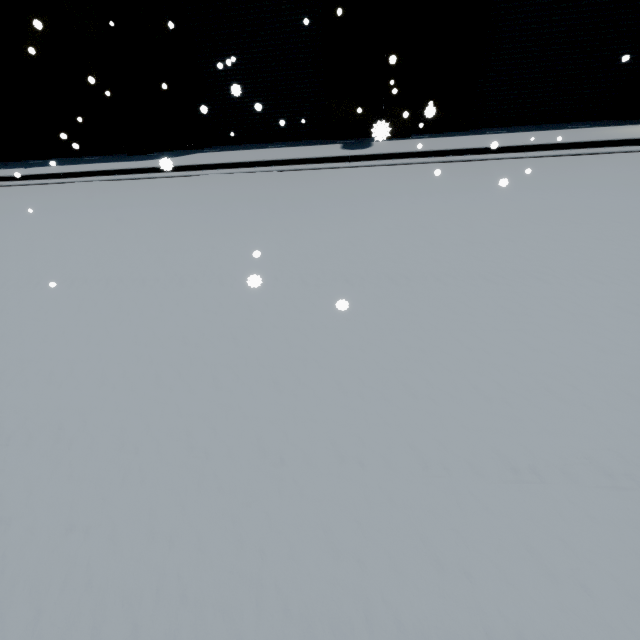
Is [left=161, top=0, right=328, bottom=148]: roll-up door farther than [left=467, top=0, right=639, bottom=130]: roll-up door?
Yes

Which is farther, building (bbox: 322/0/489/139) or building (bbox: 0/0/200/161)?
building (bbox: 0/0/200/161)

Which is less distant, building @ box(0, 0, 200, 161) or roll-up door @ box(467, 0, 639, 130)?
roll-up door @ box(467, 0, 639, 130)

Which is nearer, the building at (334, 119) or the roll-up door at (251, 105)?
the building at (334, 119)

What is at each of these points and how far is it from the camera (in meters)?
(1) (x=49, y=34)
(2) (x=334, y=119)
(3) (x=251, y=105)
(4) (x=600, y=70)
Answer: (1) building, 10.97
(2) building, 11.63
(3) roll-up door, 11.89
(4) roll-up door, 10.27
